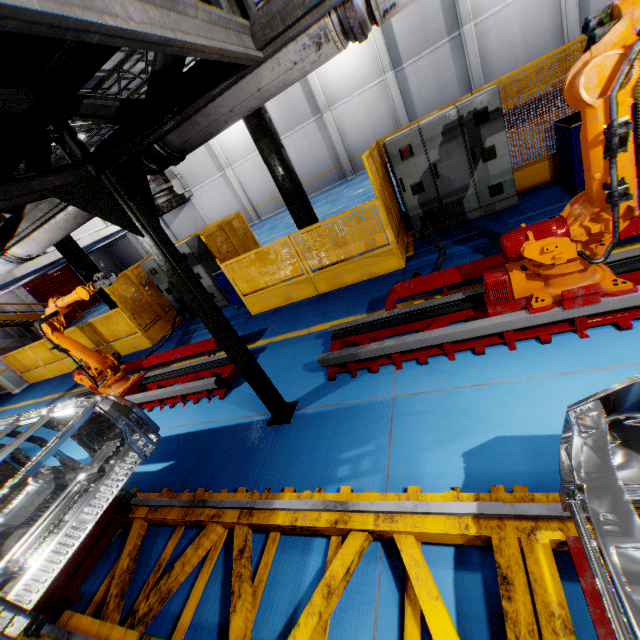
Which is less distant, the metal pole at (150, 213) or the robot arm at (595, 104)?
the robot arm at (595, 104)

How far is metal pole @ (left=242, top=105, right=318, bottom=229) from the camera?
6.6m

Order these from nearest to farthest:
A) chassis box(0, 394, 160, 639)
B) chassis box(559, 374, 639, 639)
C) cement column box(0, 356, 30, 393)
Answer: chassis box(559, 374, 639, 639) → chassis box(0, 394, 160, 639) → cement column box(0, 356, 30, 393)

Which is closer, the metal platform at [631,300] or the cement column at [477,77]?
the metal platform at [631,300]

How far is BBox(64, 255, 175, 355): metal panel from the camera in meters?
9.6

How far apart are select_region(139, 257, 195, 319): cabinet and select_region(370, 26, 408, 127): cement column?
15.1 meters

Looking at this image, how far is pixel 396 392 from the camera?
3.8m

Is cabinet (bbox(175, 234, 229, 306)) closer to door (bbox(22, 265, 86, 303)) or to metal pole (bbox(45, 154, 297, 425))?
metal pole (bbox(45, 154, 297, 425))
